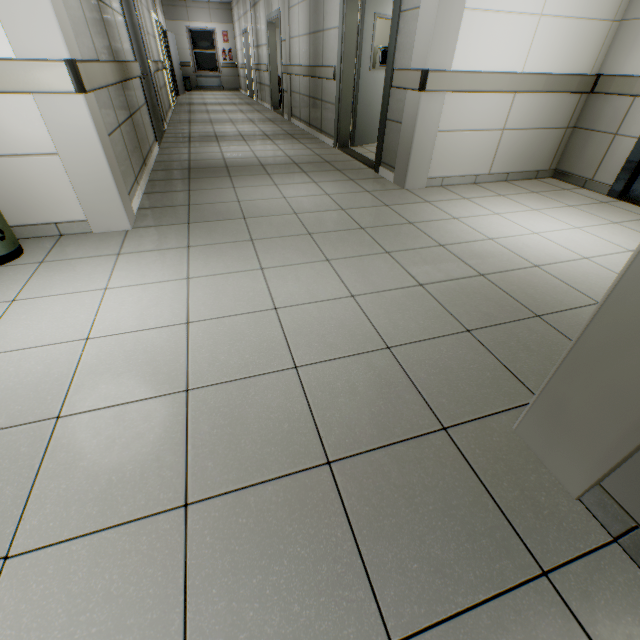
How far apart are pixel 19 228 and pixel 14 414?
2.0m

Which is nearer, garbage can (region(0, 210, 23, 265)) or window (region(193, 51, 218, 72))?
garbage can (region(0, 210, 23, 265))

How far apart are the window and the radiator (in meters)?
0.12

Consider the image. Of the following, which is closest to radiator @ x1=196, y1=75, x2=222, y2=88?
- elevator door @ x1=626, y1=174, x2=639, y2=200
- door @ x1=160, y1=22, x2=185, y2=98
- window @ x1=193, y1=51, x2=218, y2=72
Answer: window @ x1=193, y1=51, x2=218, y2=72

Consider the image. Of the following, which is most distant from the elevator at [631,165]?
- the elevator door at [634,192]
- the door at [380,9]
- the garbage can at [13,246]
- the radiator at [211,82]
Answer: the radiator at [211,82]

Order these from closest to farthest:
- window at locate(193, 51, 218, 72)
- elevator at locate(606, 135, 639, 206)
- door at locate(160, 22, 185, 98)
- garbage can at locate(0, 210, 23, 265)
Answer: garbage can at locate(0, 210, 23, 265), elevator at locate(606, 135, 639, 206), door at locate(160, 22, 185, 98), window at locate(193, 51, 218, 72)

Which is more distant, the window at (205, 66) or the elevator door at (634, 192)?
the window at (205, 66)

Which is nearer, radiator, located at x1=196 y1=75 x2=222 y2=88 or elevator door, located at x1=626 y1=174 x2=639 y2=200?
elevator door, located at x1=626 y1=174 x2=639 y2=200
